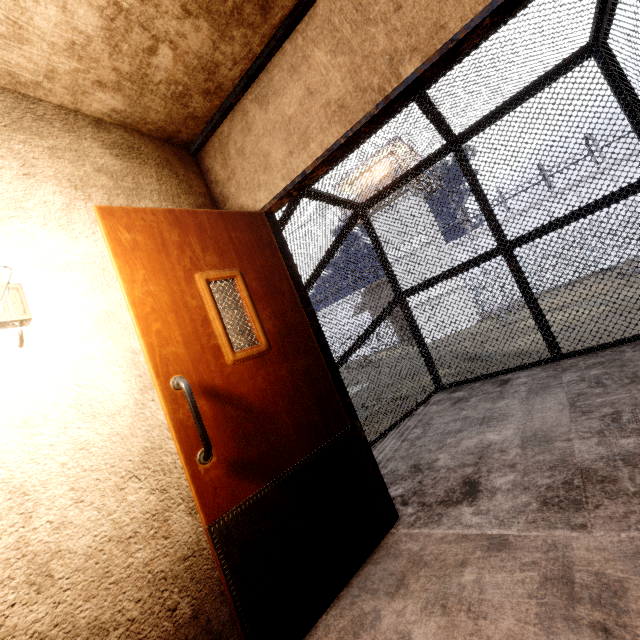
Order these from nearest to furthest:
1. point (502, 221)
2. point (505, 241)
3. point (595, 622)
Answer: point (595, 622) → point (505, 241) → point (502, 221)
